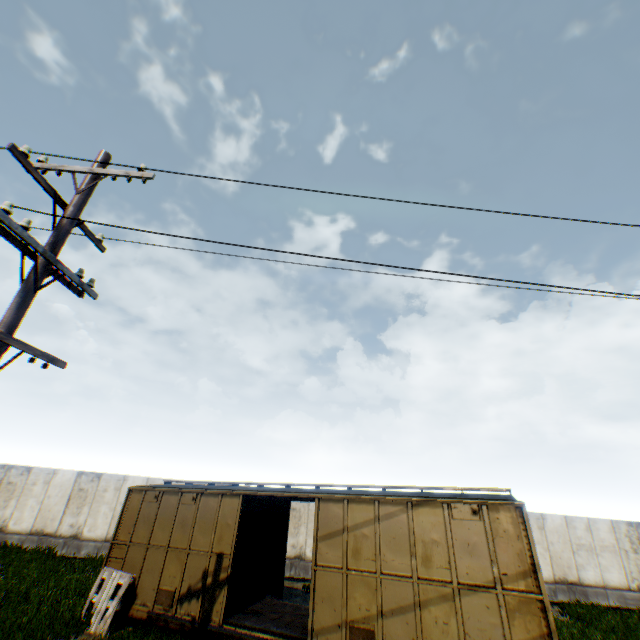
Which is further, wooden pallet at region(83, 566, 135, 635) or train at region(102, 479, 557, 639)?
wooden pallet at region(83, 566, 135, 635)

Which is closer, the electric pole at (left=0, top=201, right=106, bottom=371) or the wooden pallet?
the electric pole at (left=0, top=201, right=106, bottom=371)

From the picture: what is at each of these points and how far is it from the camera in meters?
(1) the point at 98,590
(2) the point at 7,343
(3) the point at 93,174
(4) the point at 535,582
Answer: (1) wooden pallet, 10.1
(2) electric pole, 4.5
(3) electric pole, 5.9
(4) train, 6.6

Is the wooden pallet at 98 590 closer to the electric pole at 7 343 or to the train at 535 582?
the train at 535 582

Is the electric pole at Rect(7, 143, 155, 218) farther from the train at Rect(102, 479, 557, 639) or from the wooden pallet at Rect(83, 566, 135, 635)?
the wooden pallet at Rect(83, 566, 135, 635)

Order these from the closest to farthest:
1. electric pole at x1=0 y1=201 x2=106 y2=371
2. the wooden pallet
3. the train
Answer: electric pole at x1=0 y1=201 x2=106 y2=371
the train
the wooden pallet

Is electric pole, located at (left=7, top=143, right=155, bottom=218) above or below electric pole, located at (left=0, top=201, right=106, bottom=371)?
above

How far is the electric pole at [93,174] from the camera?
4.79m
